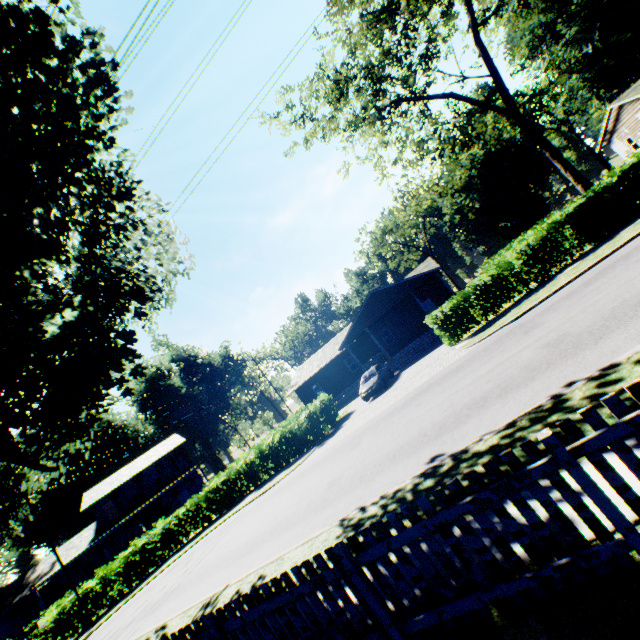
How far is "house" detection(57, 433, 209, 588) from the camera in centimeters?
3181cm

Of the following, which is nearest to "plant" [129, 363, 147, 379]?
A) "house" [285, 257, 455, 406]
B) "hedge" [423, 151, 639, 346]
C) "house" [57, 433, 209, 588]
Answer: "hedge" [423, 151, 639, 346]

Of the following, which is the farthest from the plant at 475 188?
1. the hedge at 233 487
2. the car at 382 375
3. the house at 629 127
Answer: the house at 629 127

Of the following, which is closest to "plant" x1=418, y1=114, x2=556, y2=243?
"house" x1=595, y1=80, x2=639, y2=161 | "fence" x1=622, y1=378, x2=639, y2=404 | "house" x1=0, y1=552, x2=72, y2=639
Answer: "fence" x1=622, y1=378, x2=639, y2=404

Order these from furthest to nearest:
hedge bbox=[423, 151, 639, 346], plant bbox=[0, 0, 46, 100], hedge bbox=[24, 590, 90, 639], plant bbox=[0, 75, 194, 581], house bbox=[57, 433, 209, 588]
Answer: house bbox=[57, 433, 209, 588] < hedge bbox=[24, 590, 90, 639] < hedge bbox=[423, 151, 639, 346] < plant bbox=[0, 75, 194, 581] < plant bbox=[0, 0, 46, 100]

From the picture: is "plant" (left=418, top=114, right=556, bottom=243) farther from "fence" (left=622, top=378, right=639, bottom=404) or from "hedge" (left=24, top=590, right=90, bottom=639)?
"hedge" (left=24, top=590, right=90, bottom=639)

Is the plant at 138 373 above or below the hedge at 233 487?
above

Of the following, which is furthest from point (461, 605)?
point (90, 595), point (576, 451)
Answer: point (90, 595)
